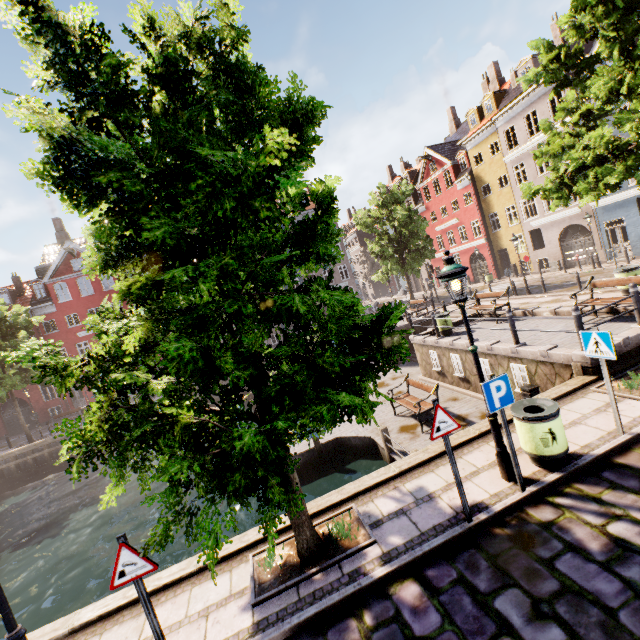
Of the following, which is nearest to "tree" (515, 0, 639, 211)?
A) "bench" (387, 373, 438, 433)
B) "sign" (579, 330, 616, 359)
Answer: "sign" (579, 330, 616, 359)

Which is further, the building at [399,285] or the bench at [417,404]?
the building at [399,285]

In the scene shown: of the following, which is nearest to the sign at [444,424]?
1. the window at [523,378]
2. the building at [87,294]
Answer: the window at [523,378]

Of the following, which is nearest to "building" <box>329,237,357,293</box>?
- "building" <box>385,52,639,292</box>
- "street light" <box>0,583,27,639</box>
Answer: "building" <box>385,52,639,292</box>

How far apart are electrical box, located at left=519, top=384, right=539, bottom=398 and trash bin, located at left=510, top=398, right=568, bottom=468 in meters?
3.6 m

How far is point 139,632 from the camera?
4.73m

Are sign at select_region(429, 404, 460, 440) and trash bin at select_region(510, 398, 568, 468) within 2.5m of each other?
yes

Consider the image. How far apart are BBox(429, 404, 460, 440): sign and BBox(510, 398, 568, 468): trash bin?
1.5 meters
